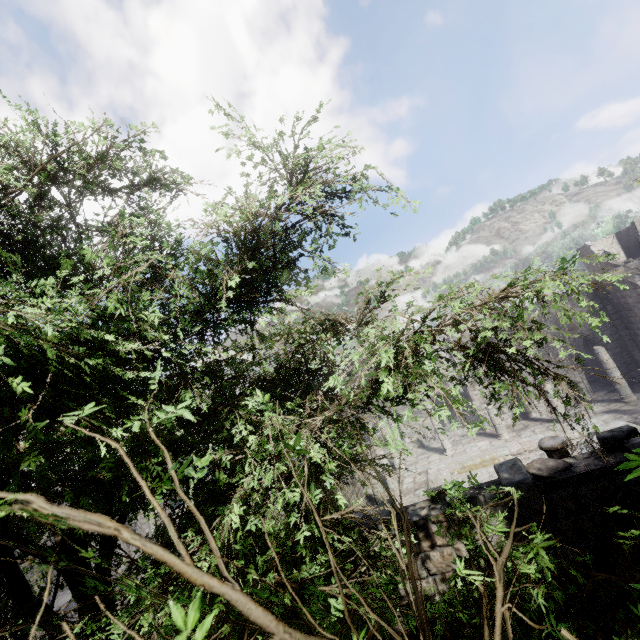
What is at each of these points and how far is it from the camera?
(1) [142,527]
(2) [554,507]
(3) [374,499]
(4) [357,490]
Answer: (1) building, 31.41m
(2) building, 5.23m
(3) building, 19.02m
(4) building, 20.12m

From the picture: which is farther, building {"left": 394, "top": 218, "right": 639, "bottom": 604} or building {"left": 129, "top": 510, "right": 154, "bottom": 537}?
building {"left": 129, "top": 510, "right": 154, "bottom": 537}

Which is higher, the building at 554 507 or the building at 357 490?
the building at 357 490

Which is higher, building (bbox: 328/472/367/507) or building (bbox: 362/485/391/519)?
building (bbox: 328/472/367/507)

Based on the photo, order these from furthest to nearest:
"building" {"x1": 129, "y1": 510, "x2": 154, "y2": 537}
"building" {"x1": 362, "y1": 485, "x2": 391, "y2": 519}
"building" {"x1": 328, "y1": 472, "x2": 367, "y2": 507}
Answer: "building" {"x1": 129, "y1": 510, "x2": 154, "y2": 537} < "building" {"x1": 328, "y1": 472, "x2": 367, "y2": 507} < "building" {"x1": 362, "y1": 485, "x2": 391, "y2": 519}

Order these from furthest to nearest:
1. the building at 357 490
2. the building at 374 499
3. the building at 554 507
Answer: the building at 357 490 → the building at 374 499 → the building at 554 507
